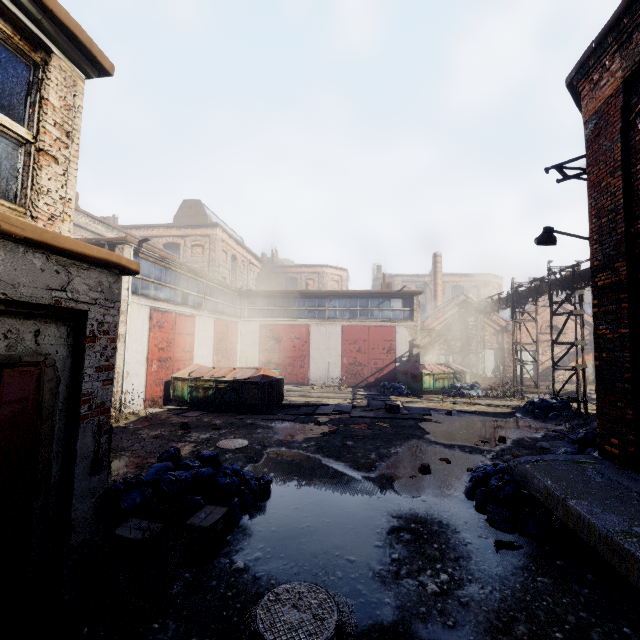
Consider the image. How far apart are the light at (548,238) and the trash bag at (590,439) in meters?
3.5

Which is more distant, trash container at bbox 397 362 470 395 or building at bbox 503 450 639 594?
trash container at bbox 397 362 470 395

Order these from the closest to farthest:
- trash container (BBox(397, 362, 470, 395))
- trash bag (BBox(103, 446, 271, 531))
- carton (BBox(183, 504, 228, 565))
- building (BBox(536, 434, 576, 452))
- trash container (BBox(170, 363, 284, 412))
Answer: carton (BBox(183, 504, 228, 565))
trash bag (BBox(103, 446, 271, 531))
building (BBox(536, 434, 576, 452))
trash container (BBox(170, 363, 284, 412))
trash container (BBox(397, 362, 470, 395))

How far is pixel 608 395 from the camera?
5.60m

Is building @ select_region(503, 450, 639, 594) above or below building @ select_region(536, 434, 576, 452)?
above

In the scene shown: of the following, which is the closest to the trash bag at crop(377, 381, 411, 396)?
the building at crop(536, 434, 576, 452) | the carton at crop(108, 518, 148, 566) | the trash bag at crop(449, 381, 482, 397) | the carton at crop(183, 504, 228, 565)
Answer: the trash bag at crop(449, 381, 482, 397)

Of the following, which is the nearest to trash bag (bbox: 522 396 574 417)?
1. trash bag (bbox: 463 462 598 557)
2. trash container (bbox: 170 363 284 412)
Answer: trash bag (bbox: 463 462 598 557)

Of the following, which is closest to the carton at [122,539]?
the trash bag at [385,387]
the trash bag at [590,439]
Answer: the trash bag at [590,439]
